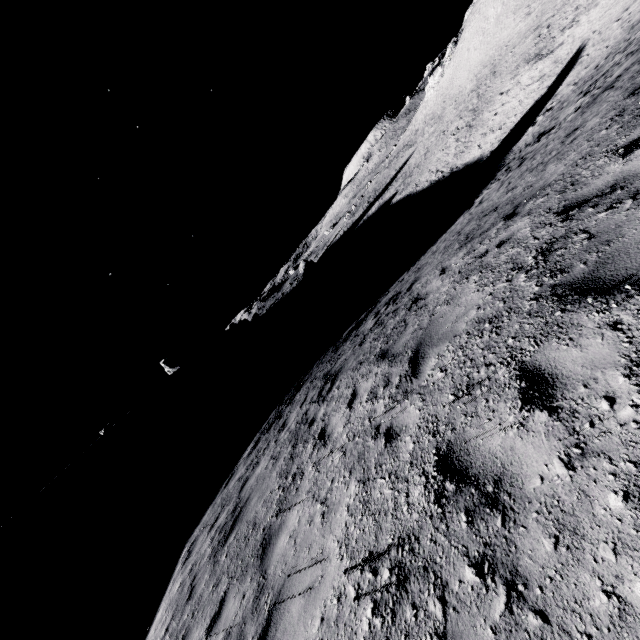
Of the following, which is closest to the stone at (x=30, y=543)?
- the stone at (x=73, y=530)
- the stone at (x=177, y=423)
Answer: the stone at (x=73, y=530)

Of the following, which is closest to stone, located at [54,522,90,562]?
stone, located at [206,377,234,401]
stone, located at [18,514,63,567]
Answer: stone, located at [18,514,63,567]

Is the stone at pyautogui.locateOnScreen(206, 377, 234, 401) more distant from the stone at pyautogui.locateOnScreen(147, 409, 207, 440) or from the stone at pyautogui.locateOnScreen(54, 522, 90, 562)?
the stone at pyautogui.locateOnScreen(54, 522, 90, 562)

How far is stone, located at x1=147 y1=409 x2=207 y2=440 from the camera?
50.6 meters

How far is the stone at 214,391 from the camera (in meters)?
57.34

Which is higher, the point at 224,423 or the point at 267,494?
the point at 267,494

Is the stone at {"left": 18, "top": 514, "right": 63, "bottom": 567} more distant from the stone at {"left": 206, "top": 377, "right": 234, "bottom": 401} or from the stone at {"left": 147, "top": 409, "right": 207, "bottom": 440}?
the stone at {"left": 206, "top": 377, "right": 234, "bottom": 401}

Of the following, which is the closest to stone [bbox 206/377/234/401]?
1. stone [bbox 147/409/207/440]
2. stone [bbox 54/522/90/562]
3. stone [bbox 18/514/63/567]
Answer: stone [bbox 147/409/207/440]
